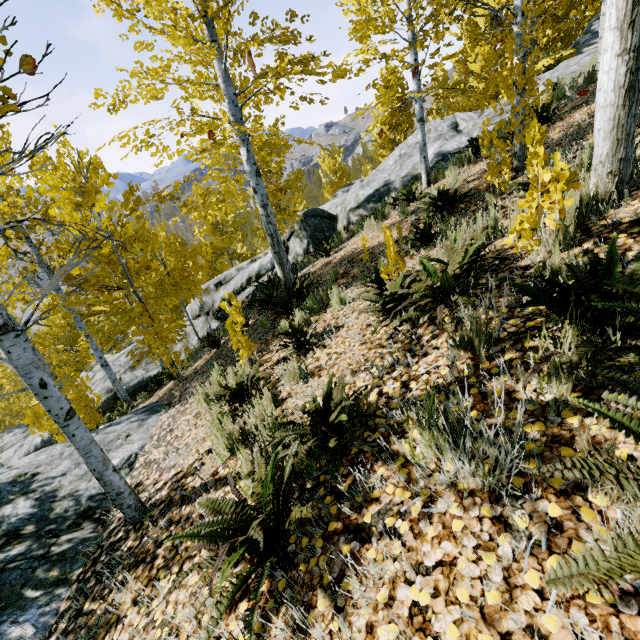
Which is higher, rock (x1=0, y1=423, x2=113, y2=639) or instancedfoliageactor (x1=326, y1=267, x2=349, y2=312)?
instancedfoliageactor (x1=326, y1=267, x2=349, y2=312)

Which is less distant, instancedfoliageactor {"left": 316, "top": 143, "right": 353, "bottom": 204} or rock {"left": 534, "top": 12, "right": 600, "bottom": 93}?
rock {"left": 534, "top": 12, "right": 600, "bottom": 93}

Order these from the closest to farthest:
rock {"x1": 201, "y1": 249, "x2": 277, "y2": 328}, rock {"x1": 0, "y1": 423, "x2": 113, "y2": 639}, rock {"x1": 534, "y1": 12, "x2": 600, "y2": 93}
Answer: rock {"x1": 0, "y1": 423, "x2": 113, "y2": 639} < rock {"x1": 534, "y1": 12, "x2": 600, "y2": 93} < rock {"x1": 201, "y1": 249, "x2": 277, "y2": 328}

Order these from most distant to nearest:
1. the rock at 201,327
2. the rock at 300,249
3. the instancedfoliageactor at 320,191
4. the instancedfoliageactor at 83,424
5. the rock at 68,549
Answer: the instancedfoliageactor at 320,191 < the rock at 201,327 < the rock at 300,249 < the rock at 68,549 < the instancedfoliageactor at 83,424

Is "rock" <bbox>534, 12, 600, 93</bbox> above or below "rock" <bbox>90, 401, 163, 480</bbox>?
above

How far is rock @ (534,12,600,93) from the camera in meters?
10.2 m

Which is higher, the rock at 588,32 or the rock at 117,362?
the rock at 588,32

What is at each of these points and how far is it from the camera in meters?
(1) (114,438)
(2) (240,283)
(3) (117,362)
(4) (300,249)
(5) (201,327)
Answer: (1) rock, 5.4 m
(2) rock, 13.8 m
(3) rock, 16.7 m
(4) rock, 12.9 m
(5) rock, 14.9 m
